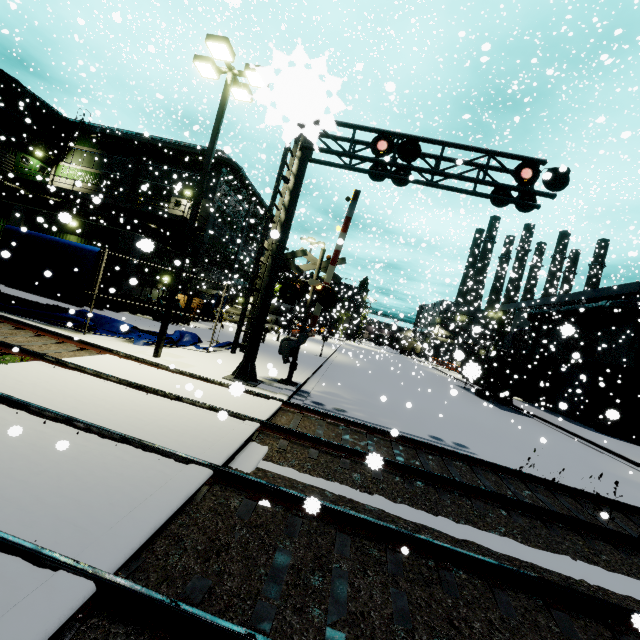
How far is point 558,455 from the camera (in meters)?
12.97

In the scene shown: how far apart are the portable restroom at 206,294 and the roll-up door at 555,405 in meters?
26.7

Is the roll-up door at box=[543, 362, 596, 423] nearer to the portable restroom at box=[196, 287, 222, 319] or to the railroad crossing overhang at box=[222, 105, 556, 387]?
the railroad crossing overhang at box=[222, 105, 556, 387]

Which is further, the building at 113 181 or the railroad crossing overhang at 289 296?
the building at 113 181

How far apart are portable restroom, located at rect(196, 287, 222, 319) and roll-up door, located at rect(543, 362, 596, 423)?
26.7 meters

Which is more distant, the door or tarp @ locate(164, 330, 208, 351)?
the door

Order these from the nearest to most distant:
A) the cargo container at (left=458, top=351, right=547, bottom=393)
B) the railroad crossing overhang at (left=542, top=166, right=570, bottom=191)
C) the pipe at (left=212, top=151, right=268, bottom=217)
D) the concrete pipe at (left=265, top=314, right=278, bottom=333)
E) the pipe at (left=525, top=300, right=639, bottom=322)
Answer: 1. the cargo container at (left=458, top=351, right=547, bottom=393)
2. the railroad crossing overhang at (left=542, top=166, right=570, bottom=191)
3. the pipe at (left=525, top=300, right=639, bottom=322)
4. the pipe at (left=212, top=151, right=268, bottom=217)
5. the concrete pipe at (left=265, top=314, right=278, bottom=333)

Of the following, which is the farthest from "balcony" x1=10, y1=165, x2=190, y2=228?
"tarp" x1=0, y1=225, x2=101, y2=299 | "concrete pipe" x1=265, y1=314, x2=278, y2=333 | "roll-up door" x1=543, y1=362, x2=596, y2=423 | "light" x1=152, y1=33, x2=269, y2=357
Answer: "roll-up door" x1=543, y1=362, x2=596, y2=423
